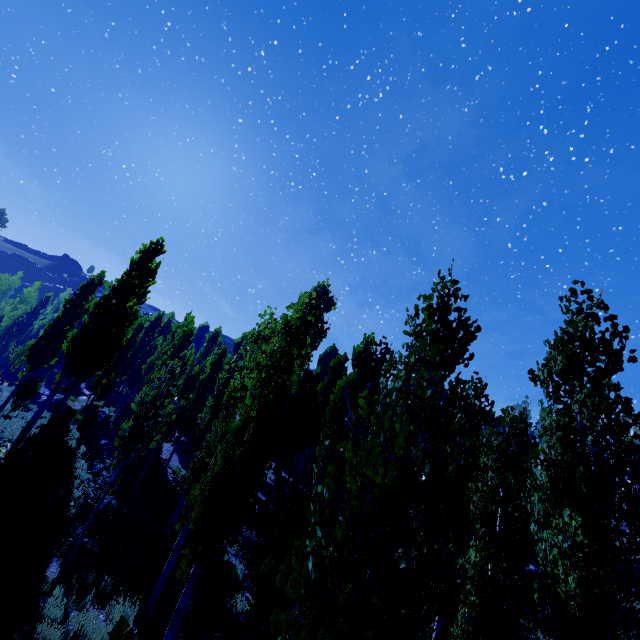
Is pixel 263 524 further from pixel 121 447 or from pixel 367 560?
pixel 121 447
